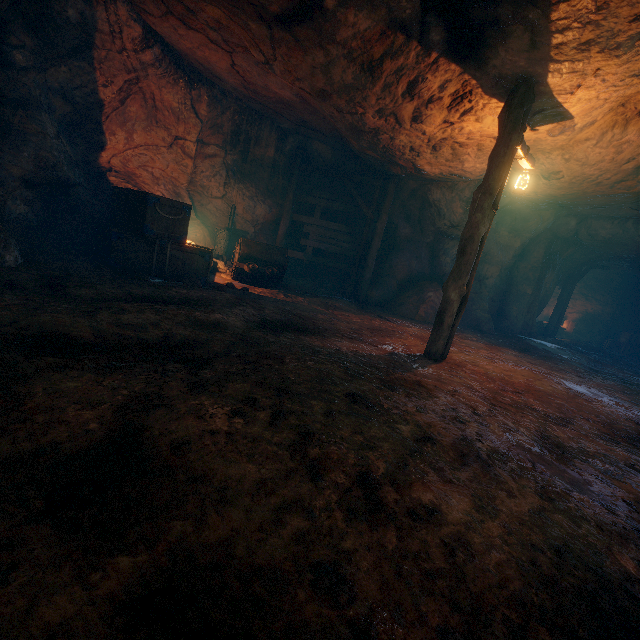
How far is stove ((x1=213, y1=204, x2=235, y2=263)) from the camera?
11.1 meters

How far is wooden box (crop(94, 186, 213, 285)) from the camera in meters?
6.9

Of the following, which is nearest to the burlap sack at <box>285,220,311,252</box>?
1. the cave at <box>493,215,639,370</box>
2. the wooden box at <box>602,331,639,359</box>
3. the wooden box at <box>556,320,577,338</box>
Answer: the cave at <box>493,215,639,370</box>

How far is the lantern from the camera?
5.2 meters

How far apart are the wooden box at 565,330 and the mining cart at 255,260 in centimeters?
1860cm

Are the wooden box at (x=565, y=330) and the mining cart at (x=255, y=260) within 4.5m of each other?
no

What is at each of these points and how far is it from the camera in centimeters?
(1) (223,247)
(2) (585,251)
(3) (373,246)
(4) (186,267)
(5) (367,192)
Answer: (1) stove, 1116cm
(2) cave, 1489cm
(3) support, 1120cm
(4) wooden box, 745cm
(5) burlap sack, 1218cm

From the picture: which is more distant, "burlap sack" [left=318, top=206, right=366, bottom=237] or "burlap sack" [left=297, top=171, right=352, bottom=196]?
"burlap sack" [left=318, top=206, right=366, bottom=237]
